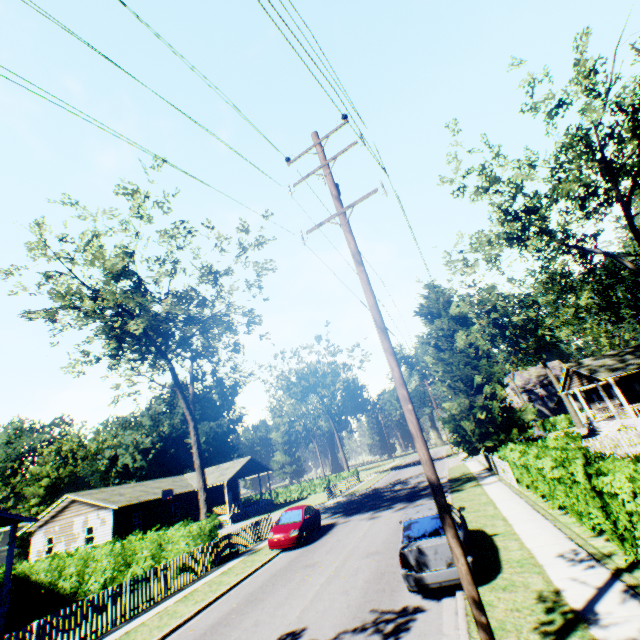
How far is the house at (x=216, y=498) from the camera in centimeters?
3628cm

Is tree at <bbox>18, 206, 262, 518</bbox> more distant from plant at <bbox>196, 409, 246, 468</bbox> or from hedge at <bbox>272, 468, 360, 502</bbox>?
hedge at <bbox>272, 468, 360, 502</bbox>

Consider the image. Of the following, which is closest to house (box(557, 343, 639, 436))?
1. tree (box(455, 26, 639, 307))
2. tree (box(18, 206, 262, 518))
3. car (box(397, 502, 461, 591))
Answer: tree (box(455, 26, 639, 307))

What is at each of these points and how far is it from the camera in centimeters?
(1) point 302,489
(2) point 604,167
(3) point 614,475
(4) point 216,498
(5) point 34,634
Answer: (1) hedge, 4769cm
(2) tree, 1919cm
(3) hedge, 671cm
(4) house, 4138cm
(5) fence, 973cm

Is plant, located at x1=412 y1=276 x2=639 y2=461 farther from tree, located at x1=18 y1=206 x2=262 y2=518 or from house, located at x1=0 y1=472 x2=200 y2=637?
house, located at x1=0 y1=472 x2=200 y2=637

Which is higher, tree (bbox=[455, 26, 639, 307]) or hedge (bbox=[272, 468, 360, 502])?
tree (bbox=[455, 26, 639, 307])

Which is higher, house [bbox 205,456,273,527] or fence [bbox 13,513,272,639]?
house [bbox 205,456,273,527]

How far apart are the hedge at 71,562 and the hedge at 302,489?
30.6 meters
